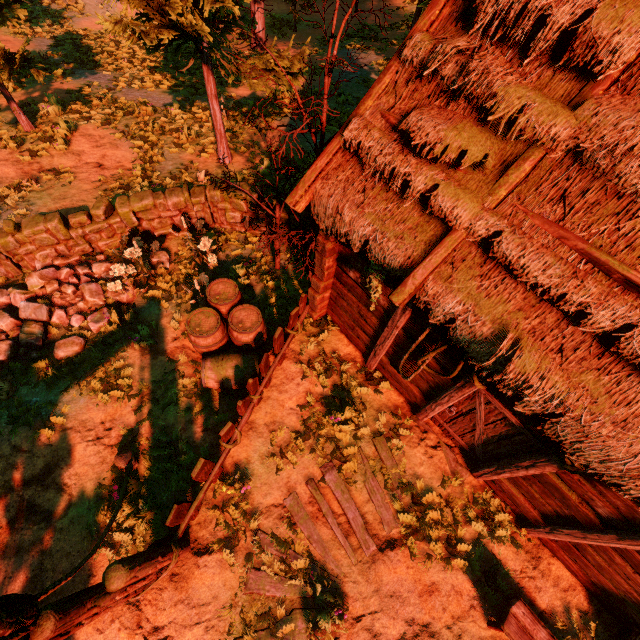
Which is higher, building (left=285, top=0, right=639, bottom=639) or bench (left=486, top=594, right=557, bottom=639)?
building (left=285, top=0, right=639, bottom=639)

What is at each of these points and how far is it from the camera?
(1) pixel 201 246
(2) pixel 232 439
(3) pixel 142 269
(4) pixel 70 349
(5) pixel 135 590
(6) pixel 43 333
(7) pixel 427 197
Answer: (1) treerock, 7.0 meters
(2) fence, 5.3 meters
(3) treerock, 7.0 meters
(4) rock, 6.4 meters
(5) fence arch, 3.9 meters
(6) rock, 6.5 meters
(7) building, 3.9 meters

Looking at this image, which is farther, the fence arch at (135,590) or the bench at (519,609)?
the bench at (519,609)

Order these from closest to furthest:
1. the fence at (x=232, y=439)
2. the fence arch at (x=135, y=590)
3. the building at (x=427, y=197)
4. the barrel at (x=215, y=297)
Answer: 1. the fence arch at (x=135, y=590)
2. the building at (x=427, y=197)
3. the fence at (x=232, y=439)
4. the barrel at (x=215, y=297)

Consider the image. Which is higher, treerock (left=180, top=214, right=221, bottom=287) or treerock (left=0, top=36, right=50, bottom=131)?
treerock (left=0, top=36, right=50, bottom=131)

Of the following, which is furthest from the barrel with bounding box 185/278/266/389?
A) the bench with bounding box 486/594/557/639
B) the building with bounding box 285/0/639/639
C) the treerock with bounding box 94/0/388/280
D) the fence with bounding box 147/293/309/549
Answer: the bench with bounding box 486/594/557/639

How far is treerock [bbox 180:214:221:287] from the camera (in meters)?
6.98

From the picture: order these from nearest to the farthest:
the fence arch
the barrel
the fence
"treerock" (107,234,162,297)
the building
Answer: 1. the fence arch
2. the building
3. the fence
4. the barrel
5. "treerock" (107,234,162,297)
